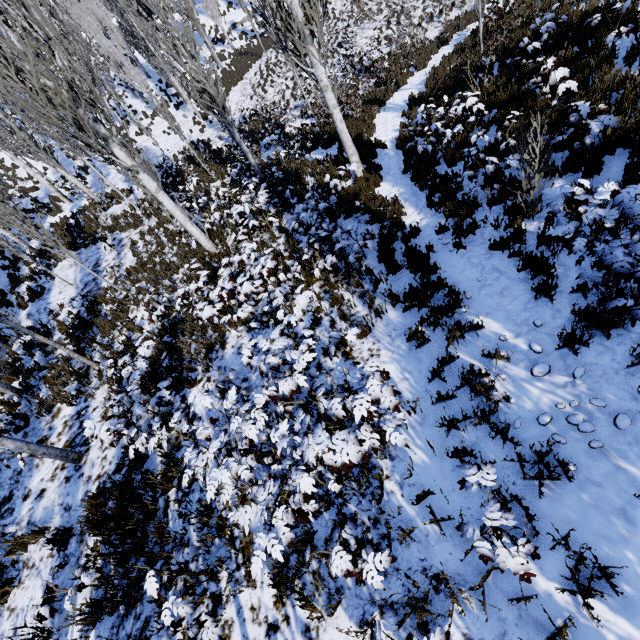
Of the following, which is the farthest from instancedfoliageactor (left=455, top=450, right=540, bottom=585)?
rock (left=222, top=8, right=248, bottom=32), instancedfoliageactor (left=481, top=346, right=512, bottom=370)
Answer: instancedfoliageactor (left=481, top=346, right=512, bottom=370)

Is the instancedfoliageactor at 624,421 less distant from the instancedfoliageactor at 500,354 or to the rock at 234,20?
the rock at 234,20

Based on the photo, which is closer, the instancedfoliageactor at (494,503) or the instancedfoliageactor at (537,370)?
the instancedfoliageactor at (494,503)

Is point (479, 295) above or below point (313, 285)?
above

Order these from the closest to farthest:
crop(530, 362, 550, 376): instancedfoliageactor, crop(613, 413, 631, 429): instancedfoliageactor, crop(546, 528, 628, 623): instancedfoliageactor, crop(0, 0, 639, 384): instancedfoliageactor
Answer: crop(546, 528, 628, 623): instancedfoliageactor
crop(613, 413, 631, 429): instancedfoliageactor
crop(530, 362, 550, 376): instancedfoliageactor
crop(0, 0, 639, 384): instancedfoliageactor

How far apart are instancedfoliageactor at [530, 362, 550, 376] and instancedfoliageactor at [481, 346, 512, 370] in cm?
33

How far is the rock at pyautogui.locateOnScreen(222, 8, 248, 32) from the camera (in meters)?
32.00
